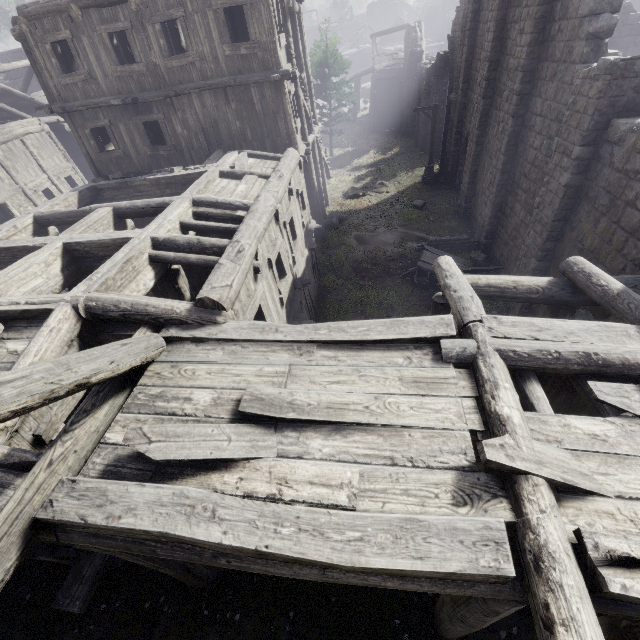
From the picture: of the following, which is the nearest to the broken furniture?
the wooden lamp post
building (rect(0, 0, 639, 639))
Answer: building (rect(0, 0, 639, 639))

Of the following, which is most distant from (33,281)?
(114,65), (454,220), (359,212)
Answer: (454,220)

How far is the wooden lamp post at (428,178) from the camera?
20.39m

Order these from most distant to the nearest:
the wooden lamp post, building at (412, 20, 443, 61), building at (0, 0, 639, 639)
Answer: building at (412, 20, 443, 61)
the wooden lamp post
building at (0, 0, 639, 639)

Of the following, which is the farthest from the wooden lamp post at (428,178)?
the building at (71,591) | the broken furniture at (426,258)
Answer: the broken furniture at (426,258)

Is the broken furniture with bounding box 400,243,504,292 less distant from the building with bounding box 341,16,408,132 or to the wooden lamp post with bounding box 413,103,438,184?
the building with bounding box 341,16,408,132
